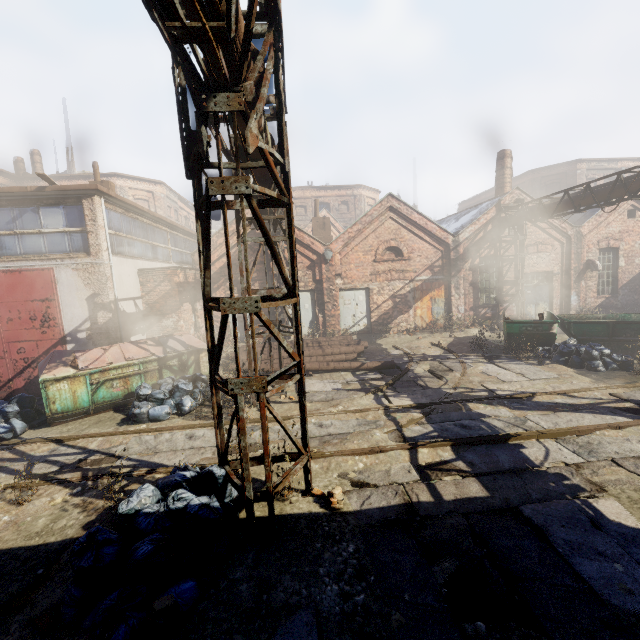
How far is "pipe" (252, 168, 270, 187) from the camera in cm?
691

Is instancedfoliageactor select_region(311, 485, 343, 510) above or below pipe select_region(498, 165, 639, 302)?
below

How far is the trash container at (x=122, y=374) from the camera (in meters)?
8.32

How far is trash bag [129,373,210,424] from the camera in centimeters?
816cm

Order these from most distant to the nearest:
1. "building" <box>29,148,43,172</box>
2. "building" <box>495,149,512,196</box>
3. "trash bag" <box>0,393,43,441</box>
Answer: "building" <box>29,148,43,172</box>, "building" <box>495,149,512,196</box>, "trash bag" <box>0,393,43,441</box>

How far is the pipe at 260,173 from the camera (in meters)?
6.91

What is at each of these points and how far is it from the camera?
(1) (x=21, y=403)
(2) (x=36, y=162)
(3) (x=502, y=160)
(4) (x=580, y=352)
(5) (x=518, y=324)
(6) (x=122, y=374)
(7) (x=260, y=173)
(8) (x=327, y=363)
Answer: (1) trash bag, 8.8m
(2) building, 29.9m
(3) building, 19.3m
(4) trash bag, 10.9m
(5) container, 12.3m
(6) trash container, 9.2m
(7) pipe, 7.1m
(8) pipe, 11.8m

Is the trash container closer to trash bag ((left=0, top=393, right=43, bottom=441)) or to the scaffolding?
trash bag ((left=0, top=393, right=43, bottom=441))
